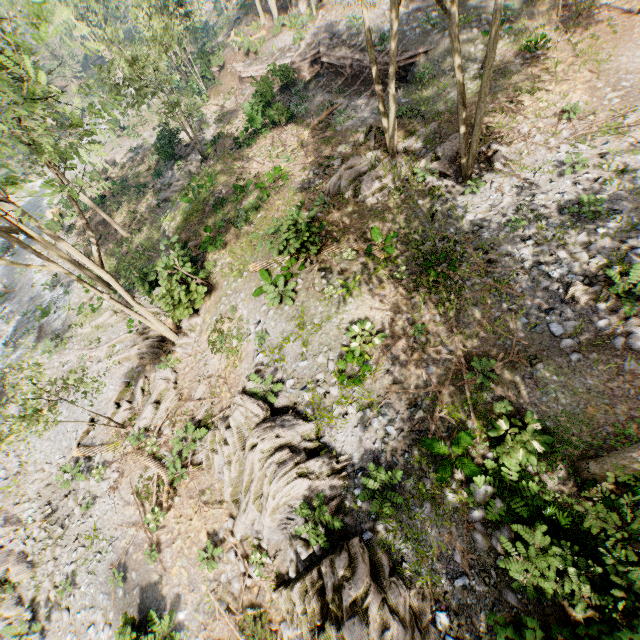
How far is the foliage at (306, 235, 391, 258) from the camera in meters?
13.2 m

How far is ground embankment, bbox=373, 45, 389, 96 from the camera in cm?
2044

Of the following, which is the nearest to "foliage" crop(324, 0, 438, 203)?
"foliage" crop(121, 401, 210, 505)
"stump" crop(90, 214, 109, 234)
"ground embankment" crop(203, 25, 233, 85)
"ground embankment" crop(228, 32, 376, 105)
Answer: "ground embankment" crop(228, 32, 376, 105)

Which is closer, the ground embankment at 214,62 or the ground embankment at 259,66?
the ground embankment at 259,66

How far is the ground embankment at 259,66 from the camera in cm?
2208

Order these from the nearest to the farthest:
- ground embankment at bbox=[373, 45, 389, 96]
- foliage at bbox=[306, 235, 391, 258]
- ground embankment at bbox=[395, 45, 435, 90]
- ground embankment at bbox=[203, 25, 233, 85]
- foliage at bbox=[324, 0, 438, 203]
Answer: foliage at bbox=[324, 0, 438, 203]
foliage at bbox=[306, 235, 391, 258]
ground embankment at bbox=[395, 45, 435, 90]
ground embankment at bbox=[373, 45, 389, 96]
ground embankment at bbox=[203, 25, 233, 85]

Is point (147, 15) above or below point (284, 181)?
above

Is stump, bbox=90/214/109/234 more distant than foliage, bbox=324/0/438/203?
Yes
